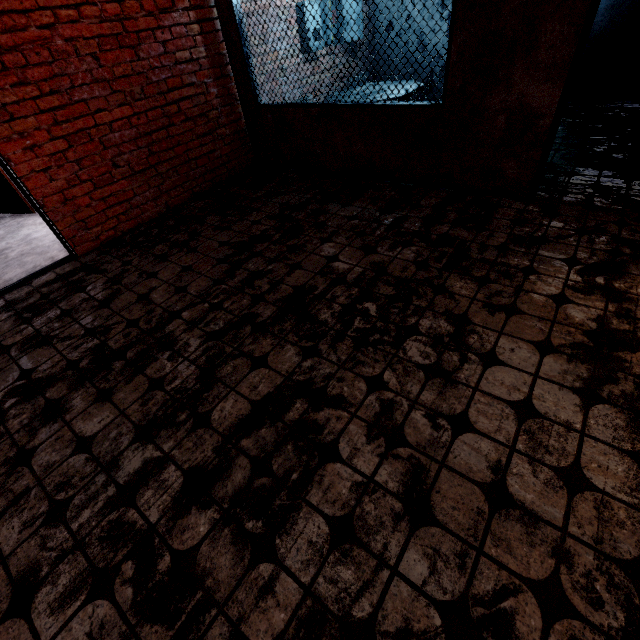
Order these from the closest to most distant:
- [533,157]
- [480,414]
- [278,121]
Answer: [480,414]
[533,157]
[278,121]
